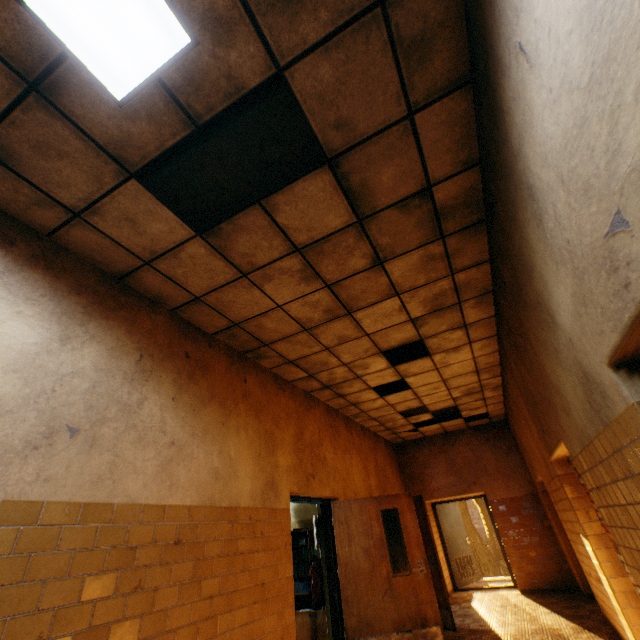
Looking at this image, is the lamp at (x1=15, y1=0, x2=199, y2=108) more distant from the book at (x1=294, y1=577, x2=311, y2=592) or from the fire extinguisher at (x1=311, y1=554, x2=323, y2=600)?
the book at (x1=294, y1=577, x2=311, y2=592)

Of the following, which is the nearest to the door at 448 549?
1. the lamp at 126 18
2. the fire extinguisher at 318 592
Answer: the fire extinguisher at 318 592

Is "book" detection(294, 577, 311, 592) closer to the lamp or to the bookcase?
the bookcase

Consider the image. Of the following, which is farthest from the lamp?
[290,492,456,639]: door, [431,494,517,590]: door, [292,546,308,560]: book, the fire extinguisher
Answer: [431,494,517,590]: door

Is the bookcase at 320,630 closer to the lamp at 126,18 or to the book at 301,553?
the book at 301,553

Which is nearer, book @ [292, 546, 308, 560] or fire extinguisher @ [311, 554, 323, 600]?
fire extinguisher @ [311, 554, 323, 600]

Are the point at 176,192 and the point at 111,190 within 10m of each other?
yes

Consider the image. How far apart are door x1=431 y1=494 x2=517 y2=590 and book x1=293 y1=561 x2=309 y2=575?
5.6m
